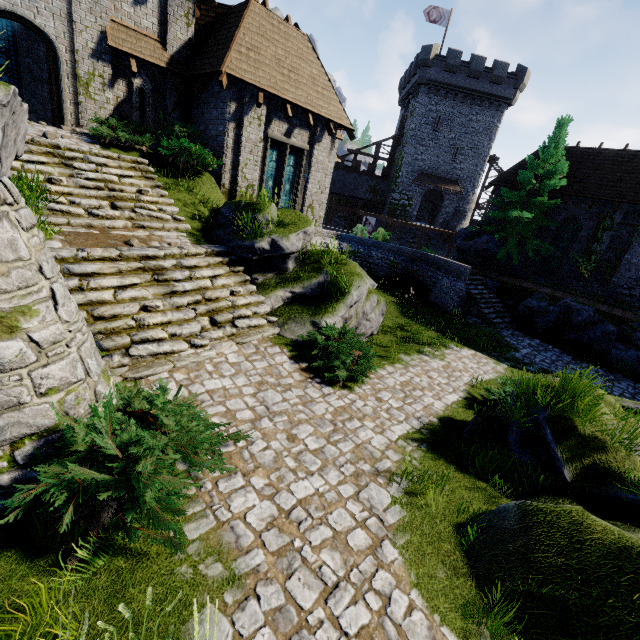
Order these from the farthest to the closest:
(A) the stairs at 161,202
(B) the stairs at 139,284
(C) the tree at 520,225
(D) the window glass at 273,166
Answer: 1. (C) the tree at 520,225
2. (D) the window glass at 273,166
3. (A) the stairs at 161,202
4. (B) the stairs at 139,284

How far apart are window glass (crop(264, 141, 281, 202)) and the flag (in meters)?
32.35

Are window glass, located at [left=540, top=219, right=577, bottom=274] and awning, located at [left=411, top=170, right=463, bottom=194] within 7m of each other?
no

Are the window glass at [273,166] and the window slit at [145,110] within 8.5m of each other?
yes

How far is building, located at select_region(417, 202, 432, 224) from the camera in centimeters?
4644cm

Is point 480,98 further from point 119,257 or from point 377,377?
point 119,257

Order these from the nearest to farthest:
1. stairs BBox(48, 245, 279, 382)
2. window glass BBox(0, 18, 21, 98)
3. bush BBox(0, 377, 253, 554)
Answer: bush BBox(0, 377, 253, 554)
stairs BBox(48, 245, 279, 382)
window glass BBox(0, 18, 21, 98)

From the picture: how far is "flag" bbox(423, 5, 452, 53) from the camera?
32.9 meters
